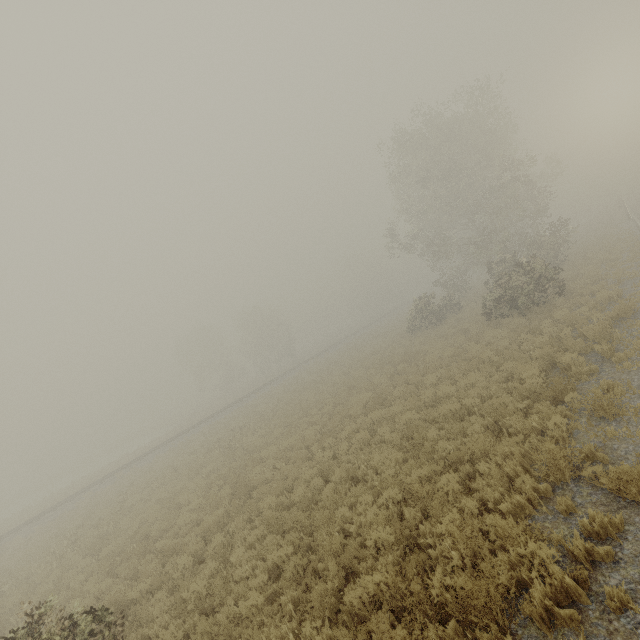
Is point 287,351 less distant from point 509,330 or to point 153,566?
point 509,330

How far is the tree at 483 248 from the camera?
19.17m

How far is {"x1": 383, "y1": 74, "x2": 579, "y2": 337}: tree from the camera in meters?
19.2
